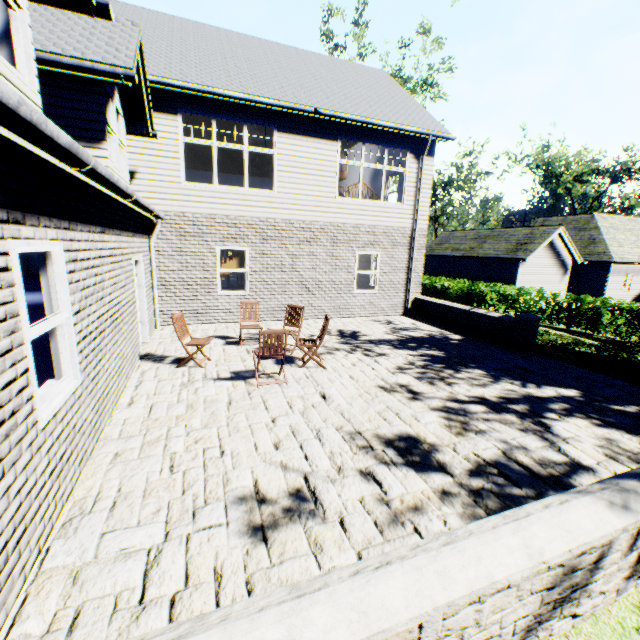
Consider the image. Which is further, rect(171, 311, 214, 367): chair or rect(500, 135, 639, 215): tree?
rect(500, 135, 639, 215): tree

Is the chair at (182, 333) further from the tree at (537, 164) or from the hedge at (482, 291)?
the tree at (537, 164)

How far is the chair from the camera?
6.7m

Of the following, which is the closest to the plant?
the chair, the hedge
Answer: the hedge

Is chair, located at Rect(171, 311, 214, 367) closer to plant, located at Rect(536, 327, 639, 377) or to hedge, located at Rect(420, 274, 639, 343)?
plant, located at Rect(536, 327, 639, 377)

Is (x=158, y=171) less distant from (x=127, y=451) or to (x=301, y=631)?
(x=127, y=451)

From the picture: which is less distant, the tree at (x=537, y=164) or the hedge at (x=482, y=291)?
the hedge at (x=482, y=291)

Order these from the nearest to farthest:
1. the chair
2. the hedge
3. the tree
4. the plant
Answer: the chair < the plant < the hedge < the tree
